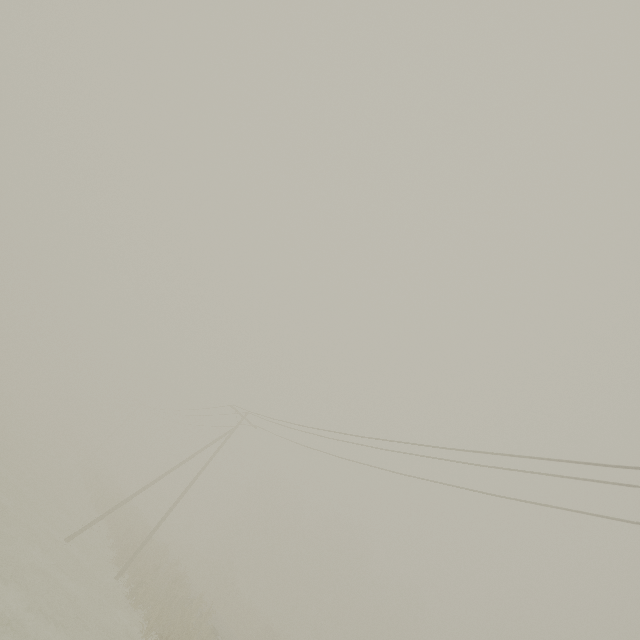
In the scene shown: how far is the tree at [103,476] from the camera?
32.8m

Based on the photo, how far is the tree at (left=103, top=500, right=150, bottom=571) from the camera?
22.06m

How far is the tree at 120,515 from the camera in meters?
22.1 m

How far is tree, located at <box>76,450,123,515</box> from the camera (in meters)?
32.79

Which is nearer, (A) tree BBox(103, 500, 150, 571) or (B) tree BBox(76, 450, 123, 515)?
(A) tree BBox(103, 500, 150, 571)

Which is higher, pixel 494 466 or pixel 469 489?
pixel 494 466
